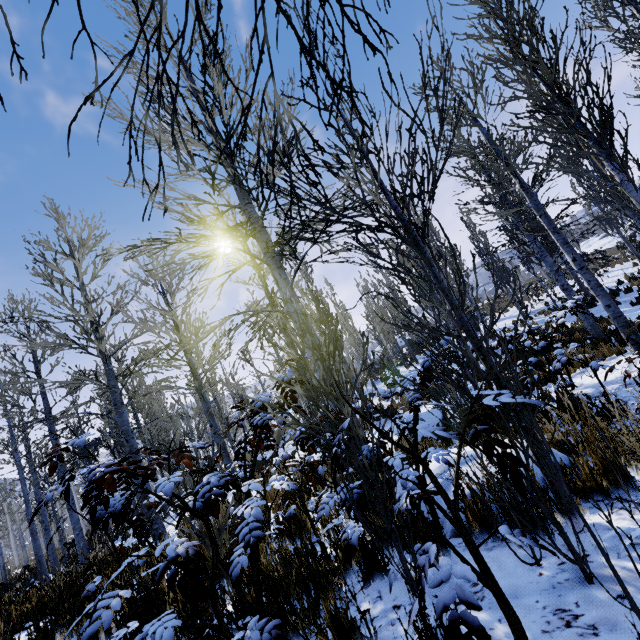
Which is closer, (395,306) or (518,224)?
(395,306)

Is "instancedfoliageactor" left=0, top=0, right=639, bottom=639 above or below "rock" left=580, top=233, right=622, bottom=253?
below

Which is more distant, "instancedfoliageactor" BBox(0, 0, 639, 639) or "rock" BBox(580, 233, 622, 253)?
"rock" BBox(580, 233, 622, 253)

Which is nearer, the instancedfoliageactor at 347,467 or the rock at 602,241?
the instancedfoliageactor at 347,467

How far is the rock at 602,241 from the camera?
46.56m

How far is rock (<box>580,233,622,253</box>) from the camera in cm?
4656
